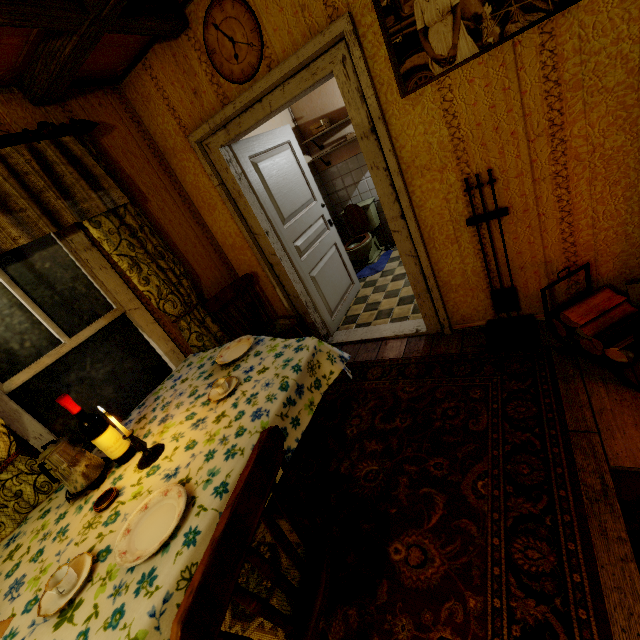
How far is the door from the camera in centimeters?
295cm

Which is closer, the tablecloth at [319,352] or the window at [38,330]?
the tablecloth at [319,352]

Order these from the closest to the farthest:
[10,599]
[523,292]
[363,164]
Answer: [10,599] < [523,292] < [363,164]

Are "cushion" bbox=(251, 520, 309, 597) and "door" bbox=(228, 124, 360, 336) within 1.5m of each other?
no

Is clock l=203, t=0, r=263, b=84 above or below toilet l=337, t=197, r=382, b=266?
above

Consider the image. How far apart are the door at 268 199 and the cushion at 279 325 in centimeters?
42cm

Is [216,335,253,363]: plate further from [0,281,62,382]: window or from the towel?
the towel

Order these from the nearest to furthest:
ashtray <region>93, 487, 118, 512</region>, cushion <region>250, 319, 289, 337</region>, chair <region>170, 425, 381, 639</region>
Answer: chair <region>170, 425, 381, 639</region> → ashtray <region>93, 487, 118, 512</region> → cushion <region>250, 319, 289, 337</region>
